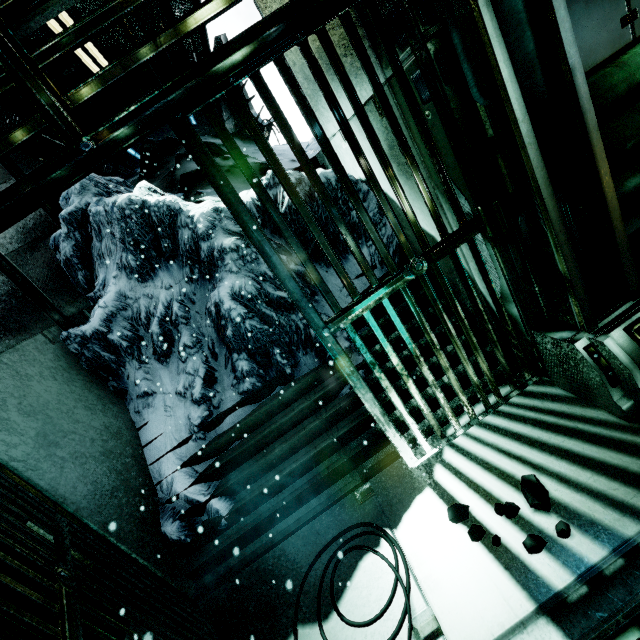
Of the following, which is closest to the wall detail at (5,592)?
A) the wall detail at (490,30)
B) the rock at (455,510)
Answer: the rock at (455,510)

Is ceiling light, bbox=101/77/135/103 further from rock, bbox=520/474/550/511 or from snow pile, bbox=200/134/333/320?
rock, bbox=520/474/550/511

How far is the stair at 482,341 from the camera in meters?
2.9

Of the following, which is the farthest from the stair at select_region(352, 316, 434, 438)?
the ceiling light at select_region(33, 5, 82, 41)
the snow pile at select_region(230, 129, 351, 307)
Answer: the ceiling light at select_region(33, 5, 82, 41)

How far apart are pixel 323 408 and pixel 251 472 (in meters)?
0.92

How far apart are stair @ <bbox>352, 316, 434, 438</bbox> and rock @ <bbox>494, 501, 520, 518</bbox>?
0.8m

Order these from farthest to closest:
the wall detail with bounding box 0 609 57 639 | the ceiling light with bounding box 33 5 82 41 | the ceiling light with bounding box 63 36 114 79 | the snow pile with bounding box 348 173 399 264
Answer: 1. the ceiling light with bounding box 63 36 114 79
2. the ceiling light with bounding box 33 5 82 41
3. the snow pile with bounding box 348 173 399 264
4. the wall detail with bounding box 0 609 57 639

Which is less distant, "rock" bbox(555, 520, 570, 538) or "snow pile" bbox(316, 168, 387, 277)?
"rock" bbox(555, 520, 570, 538)
